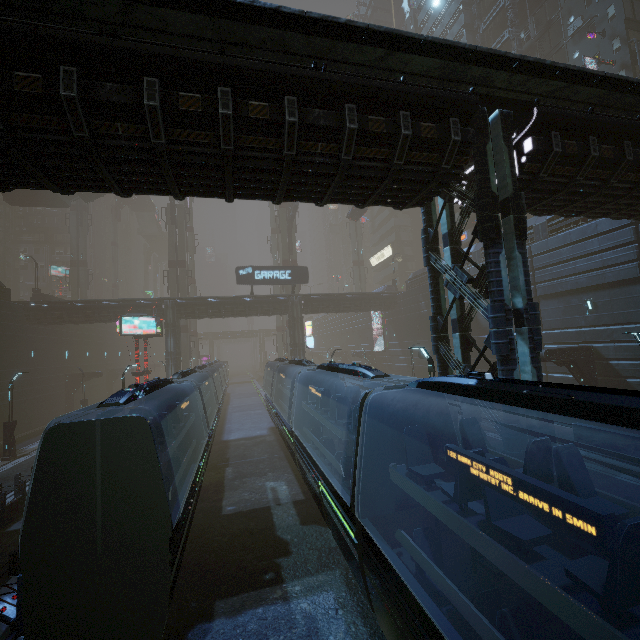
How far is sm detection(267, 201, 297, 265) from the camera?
47.6 meters

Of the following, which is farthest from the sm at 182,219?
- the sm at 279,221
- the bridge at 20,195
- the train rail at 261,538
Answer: the sm at 279,221

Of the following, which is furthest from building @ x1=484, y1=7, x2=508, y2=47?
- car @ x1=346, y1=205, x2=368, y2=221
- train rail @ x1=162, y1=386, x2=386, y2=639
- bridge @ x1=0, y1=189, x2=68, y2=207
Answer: car @ x1=346, y1=205, x2=368, y2=221

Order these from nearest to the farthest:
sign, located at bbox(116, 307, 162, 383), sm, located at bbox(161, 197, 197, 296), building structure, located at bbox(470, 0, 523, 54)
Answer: sign, located at bbox(116, 307, 162, 383), building structure, located at bbox(470, 0, 523, 54), sm, located at bbox(161, 197, 197, 296)

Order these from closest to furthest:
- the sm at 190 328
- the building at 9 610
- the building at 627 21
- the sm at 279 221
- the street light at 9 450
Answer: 1. the building at 9 610
2. the street light at 9 450
3. the building at 627 21
4. the sm at 190 328
5. the sm at 279 221

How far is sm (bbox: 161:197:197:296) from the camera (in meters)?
43.53

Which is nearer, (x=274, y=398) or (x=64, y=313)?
(x=274, y=398)

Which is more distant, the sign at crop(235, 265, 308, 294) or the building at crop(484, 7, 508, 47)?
the building at crop(484, 7, 508, 47)
